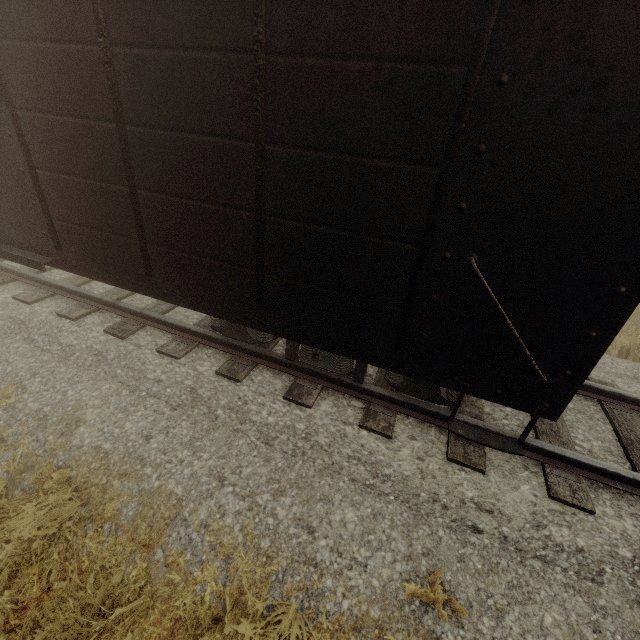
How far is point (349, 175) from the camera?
2.2m
